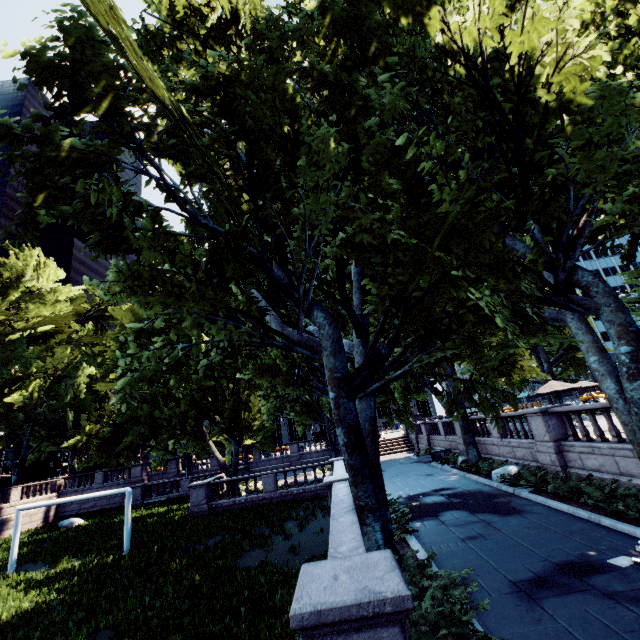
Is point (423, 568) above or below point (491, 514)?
above

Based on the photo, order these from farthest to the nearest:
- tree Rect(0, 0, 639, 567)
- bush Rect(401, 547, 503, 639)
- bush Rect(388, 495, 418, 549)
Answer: bush Rect(388, 495, 418, 549) → tree Rect(0, 0, 639, 567) → bush Rect(401, 547, 503, 639)

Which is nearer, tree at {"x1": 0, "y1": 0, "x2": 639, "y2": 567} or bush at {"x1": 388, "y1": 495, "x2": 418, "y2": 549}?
tree at {"x1": 0, "y1": 0, "x2": 639, "y2": 567}

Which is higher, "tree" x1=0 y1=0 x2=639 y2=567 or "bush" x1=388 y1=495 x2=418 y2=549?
"tree" x1=0 y1=0 x2=639 y2=567

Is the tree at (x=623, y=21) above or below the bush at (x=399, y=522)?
above

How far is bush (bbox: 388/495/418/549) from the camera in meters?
9.5 m

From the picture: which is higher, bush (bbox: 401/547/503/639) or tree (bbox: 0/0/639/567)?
tree (bbox: 0/0/639/567)

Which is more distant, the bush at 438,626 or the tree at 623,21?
the tree at 623,21
